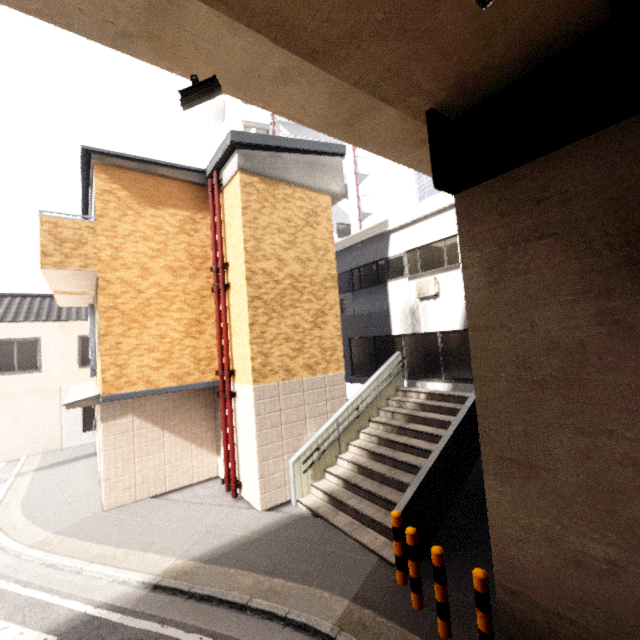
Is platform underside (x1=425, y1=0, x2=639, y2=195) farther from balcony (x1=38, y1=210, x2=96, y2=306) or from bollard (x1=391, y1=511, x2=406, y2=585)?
balcony (x1=38, y1=210, x2=96, y2=306)

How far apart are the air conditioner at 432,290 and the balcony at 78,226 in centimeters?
934cm

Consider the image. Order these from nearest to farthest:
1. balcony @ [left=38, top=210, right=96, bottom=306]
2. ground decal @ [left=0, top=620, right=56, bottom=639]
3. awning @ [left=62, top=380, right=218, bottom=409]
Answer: ground decal @ [left=0, top=620, right=56, bottom=639] < balcony @ [left=38, top=210, right=96, bottom=306] < awning @ [left=62, top=380, right=218, bottom=409]

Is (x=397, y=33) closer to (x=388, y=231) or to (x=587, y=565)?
(x=587, y=565)

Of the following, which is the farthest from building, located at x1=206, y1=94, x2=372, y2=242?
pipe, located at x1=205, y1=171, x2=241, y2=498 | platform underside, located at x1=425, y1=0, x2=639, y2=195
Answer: platform underside, located at x1=425, y1=0, x2=639, y2=195

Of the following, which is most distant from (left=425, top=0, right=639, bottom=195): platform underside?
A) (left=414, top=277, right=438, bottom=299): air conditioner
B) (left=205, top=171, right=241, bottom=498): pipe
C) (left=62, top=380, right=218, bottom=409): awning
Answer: (left=62, top=380, right=218, bottom=409): awning

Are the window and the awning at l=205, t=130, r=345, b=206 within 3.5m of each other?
no

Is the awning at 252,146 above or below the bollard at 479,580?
above
